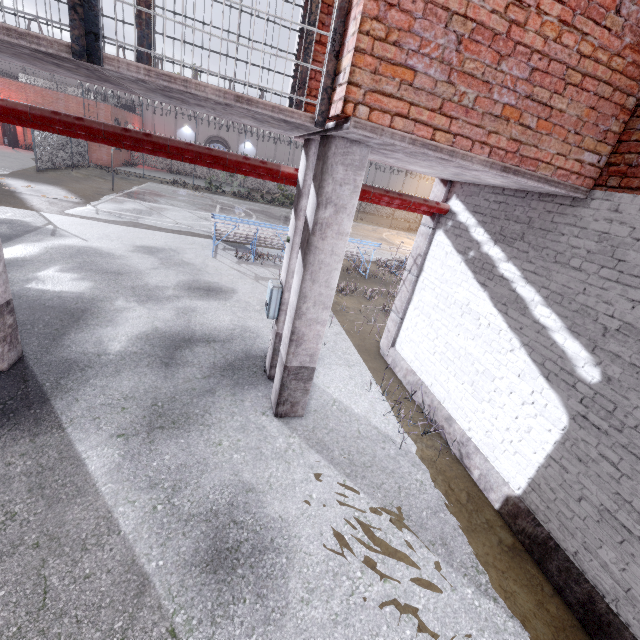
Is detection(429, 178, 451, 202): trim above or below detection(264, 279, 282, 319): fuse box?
above

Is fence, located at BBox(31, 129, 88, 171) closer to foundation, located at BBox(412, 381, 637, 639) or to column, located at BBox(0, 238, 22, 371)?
foundation, located at BBox(412, 381, 637, 639)

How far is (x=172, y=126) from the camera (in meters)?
39.44

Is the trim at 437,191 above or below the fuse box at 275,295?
above

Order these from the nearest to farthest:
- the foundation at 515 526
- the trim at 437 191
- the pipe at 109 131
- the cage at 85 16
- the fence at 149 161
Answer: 1. the cage at 85 16
2. the foundation at 515 526
3. the pipe at 109 131
4. the trim at 437 191
5. the fence at 149 161

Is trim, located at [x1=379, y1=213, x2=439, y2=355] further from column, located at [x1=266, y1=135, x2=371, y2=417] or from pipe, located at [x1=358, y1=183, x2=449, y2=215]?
column, located at [x1=266, y1=135, x2=371, y2=417]

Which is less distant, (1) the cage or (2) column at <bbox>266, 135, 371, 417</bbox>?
(1) the cage

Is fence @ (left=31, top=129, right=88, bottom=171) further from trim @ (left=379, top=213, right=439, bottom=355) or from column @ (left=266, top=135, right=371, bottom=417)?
column @ (left=266, top=135, right=371, bottom=417)
